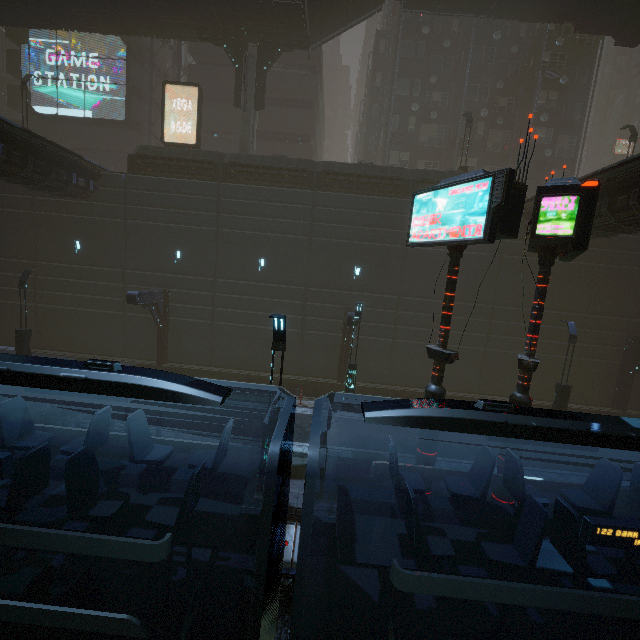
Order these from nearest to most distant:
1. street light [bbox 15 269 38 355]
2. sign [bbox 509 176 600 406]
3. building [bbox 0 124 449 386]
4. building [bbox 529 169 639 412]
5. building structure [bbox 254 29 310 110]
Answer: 1. sign [bbox 509 176 600 406]
2. building [bbox 529 169 639 412]
3. street light [bbox 15 269 38 355]
4. building [bbox 0 124 449 386]
5. building structure [bbox 254 29 310 110]

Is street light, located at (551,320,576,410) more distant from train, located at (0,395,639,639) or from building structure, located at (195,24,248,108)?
building structure, located at (195,24,248,108)

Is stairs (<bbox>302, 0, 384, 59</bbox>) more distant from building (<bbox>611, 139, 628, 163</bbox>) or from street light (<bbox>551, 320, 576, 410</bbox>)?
street light (<bbox>551, 320, 576, 410</bbox>)

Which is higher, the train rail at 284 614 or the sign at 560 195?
the sign at 560 195

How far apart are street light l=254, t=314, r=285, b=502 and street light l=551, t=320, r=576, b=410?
14.6m

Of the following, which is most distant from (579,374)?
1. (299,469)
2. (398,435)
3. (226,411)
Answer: (226,411)

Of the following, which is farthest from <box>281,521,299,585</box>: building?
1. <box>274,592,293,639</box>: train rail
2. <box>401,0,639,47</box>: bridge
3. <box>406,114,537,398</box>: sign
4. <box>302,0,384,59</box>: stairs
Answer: <box>302,0,384,59</box>: stairs

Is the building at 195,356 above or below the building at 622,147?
below
